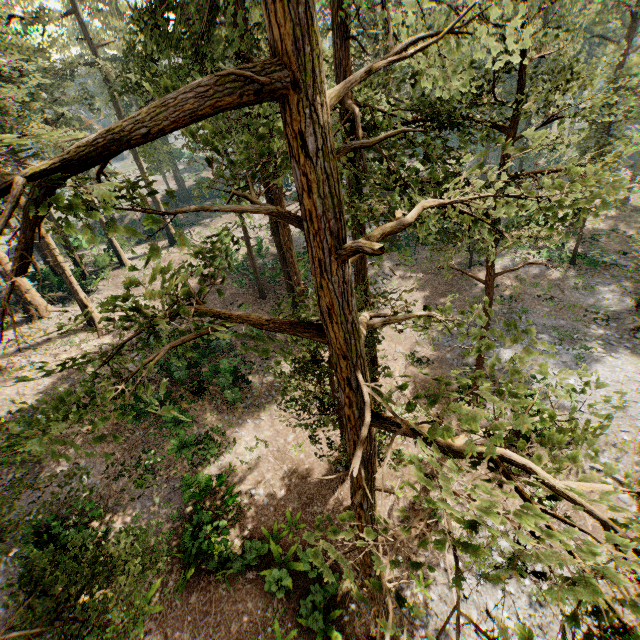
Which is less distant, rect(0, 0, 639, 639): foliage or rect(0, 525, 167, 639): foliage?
rect(0, 0, 639, 639): foliage

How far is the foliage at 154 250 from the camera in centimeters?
262cm

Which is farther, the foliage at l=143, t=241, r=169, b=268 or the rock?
the rock

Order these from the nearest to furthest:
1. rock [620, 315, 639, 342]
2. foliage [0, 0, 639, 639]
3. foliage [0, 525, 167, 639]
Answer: foliage [0, 0, 639, 639]
foliage [0, 525, 167, 639]
rock [620, 315, 639, 342]

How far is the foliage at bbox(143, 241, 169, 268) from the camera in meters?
2.6 m

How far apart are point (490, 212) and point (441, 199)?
4.5 meters

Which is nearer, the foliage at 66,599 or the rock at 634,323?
the foliage at 66,599
